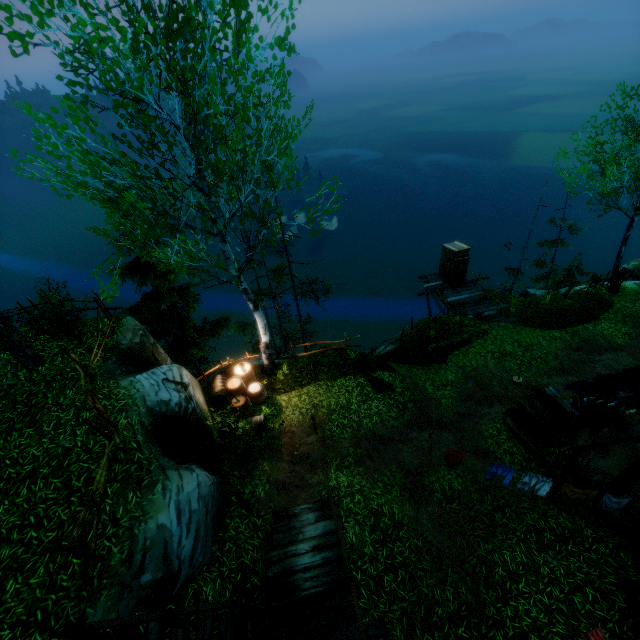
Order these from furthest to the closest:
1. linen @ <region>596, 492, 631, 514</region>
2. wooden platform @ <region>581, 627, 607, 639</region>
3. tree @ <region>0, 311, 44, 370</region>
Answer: tree @ <region>0, 311, 44, 370</region> < linen @ <region>596, 492, 631, 514</region> < wooden platform @ <region>581, 627, 607, 639</region>

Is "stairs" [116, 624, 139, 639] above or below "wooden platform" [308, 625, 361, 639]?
above

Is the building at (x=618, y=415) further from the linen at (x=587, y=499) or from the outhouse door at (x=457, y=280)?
the outhouse door at (x=457, y=280)

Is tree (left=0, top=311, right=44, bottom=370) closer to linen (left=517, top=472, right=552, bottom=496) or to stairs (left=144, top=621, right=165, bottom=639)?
stairs (left=144, top=621, right=165, bottom=639)

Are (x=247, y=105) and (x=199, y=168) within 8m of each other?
yes

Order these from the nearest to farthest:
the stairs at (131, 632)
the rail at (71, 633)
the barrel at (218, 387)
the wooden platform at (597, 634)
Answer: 1. the wooden platform at (597, 634)
2. the rail at (71, 633)
3. the stairs at (131, 632)
4. the barrel at (218, 387)

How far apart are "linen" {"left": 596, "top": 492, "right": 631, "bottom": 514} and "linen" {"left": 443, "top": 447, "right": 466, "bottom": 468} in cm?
305

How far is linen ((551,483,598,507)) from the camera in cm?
782
